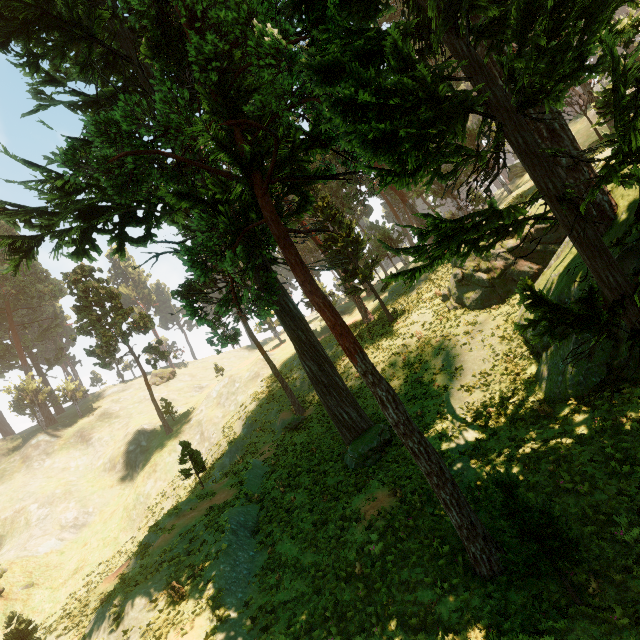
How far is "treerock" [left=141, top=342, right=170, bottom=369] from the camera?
41.9m

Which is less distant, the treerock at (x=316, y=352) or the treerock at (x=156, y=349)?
the treerock at (x=316, y=352)

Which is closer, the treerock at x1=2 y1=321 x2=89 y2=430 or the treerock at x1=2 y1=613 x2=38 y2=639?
the treerock at x1=2 y1=613 x2=38 y2=639

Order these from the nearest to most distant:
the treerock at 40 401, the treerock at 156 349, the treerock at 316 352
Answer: the treerock at 316 352, the treerock at 156 349, the treerock at 40 401

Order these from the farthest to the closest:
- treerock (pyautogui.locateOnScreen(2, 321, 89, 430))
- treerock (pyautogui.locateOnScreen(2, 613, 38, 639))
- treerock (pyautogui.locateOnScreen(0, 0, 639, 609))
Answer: treerock (pyautogui.locateOnScreen(2, 321, 89, 430)) → treerock (pyautogui.locateOnScreen(2, 613, 38, 639)) → treerock (pyautogui.locateOnScreen(0, 0, 639, 609))

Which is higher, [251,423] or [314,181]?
[314,181]
